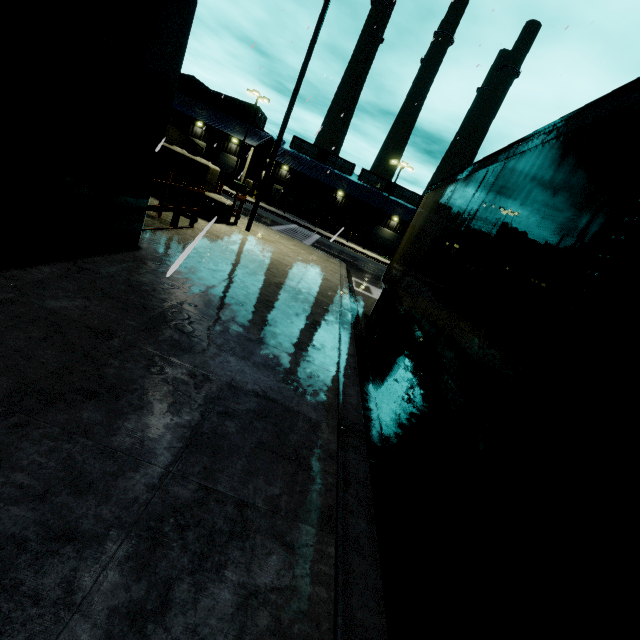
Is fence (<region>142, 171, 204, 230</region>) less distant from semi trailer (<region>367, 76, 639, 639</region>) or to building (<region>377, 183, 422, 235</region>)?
building (<region>377, 183, 422, 235</region>)

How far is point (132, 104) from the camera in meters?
4.4

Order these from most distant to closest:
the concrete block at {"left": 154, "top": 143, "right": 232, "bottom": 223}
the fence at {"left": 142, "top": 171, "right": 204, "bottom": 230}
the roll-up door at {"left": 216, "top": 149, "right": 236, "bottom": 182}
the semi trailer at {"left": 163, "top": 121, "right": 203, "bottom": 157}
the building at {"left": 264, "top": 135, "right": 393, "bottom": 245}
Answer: the building at {"left": 264, "top": 135, "right": 393, "bottom": 245}, the roll-up door at {"left": 216, "top": 149, "right": 236, "bottom": 182}, the semi trailer at {"left": 163, "top": 121, "right": 203, "bottom": 157}, the concrete block at {"left": 154, "top": 143, "right": 232, "bottom": 223}, the fence at {"left": 142, "top": 171, "right": 204, "bottom": 230}

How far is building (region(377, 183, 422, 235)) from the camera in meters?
45.5

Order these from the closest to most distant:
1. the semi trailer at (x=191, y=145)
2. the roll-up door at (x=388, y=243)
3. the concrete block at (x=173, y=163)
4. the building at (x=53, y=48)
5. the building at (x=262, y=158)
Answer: the building at (x=53, y=48) < the concrete block at (x=173, y=163) < the semi trailer at (x=191, y=145) < the building at (x=262, y=158) < the roll-up door at (x=388, y=243)

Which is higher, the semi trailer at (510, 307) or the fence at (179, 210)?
the semi trailer at (510, 307)

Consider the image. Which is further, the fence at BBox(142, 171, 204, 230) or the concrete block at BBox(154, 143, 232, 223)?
the concrete block at BBox(154, 143, 232, 223)

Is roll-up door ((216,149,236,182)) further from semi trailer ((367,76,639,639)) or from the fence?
the fence
